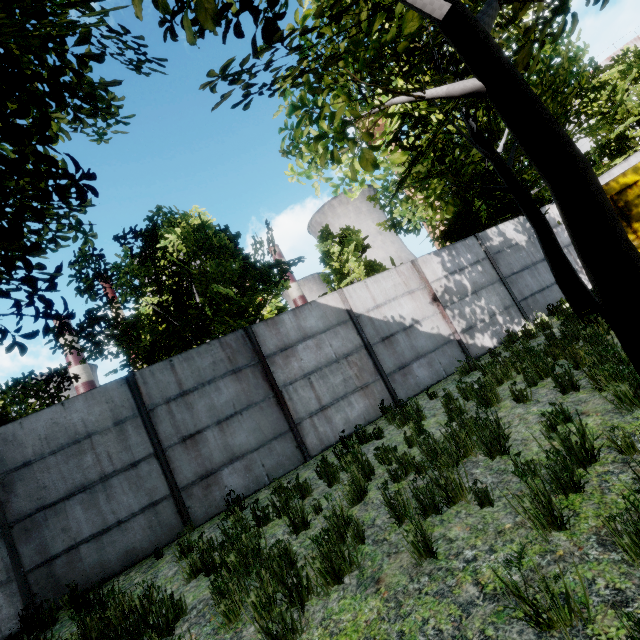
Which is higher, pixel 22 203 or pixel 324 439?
pixel 22 203
